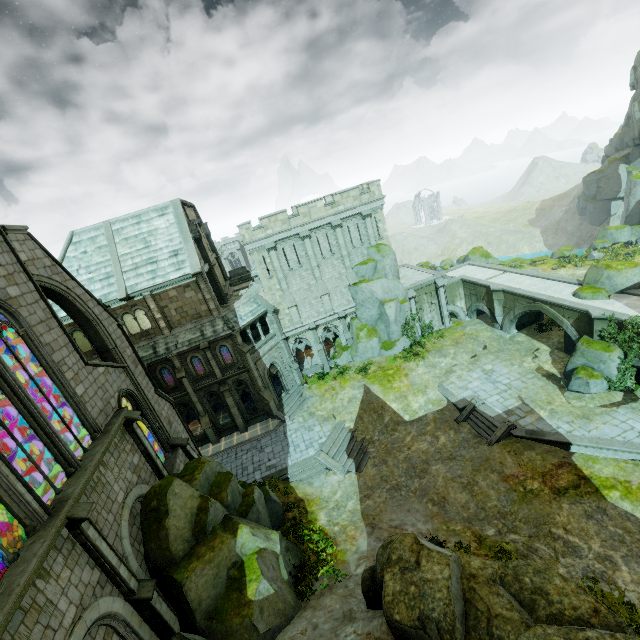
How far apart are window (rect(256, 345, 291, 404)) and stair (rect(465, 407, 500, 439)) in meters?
16.3 m

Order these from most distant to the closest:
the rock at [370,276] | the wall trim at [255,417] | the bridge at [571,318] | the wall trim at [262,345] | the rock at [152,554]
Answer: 1. the rock at [370,276]
2. the wall trim at [255,417]
3. the wall trim at [262,345]
4. the bridge at [571,318]
5. the rock at [152,554]

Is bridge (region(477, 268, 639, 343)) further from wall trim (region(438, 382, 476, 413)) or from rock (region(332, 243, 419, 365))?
rock (region(332, 243, 419, 365))

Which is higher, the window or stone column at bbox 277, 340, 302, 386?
stone column at bbox 277, 340, 302, 386

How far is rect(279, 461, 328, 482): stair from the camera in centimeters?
2311cm

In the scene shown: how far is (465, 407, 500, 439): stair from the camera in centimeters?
2200cm

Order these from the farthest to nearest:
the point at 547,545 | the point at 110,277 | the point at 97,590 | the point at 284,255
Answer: the point at 284,255, the point at 110,277, the point at 547,545, the point at 97,590

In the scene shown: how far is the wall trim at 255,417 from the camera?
29.4m
